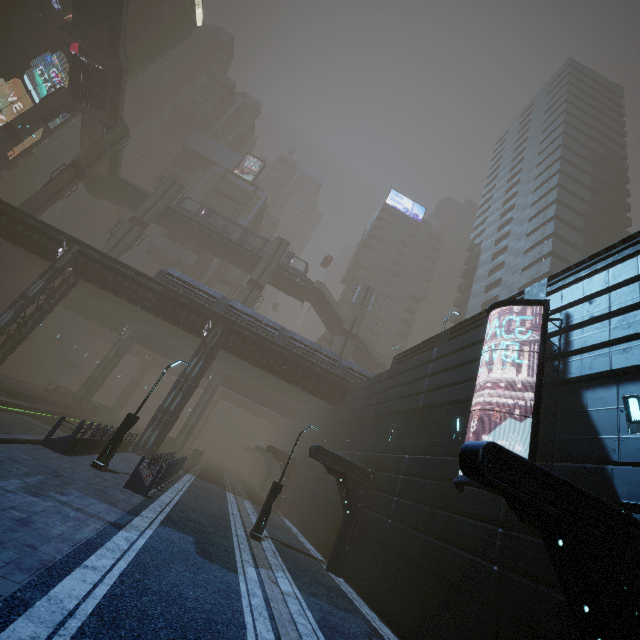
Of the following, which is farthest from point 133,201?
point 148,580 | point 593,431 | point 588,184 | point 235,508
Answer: point 588,184

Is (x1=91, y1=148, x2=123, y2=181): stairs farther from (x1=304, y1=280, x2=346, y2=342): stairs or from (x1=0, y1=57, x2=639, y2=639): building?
(x1=304, y1=280, x2=346, y2=342): stairs

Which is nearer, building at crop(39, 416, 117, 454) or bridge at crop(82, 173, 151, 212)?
building at crop(39, 416, 117, 454)

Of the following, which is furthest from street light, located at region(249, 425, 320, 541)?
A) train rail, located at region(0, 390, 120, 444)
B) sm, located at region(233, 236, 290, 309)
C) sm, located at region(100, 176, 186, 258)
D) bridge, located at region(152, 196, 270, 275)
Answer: sm, located at region(100, 176, 186, 258)

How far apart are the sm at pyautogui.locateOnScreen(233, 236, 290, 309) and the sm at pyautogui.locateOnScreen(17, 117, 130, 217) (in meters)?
20.83

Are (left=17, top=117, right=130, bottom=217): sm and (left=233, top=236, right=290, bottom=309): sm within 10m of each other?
no

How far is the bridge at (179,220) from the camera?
44.9 meters
